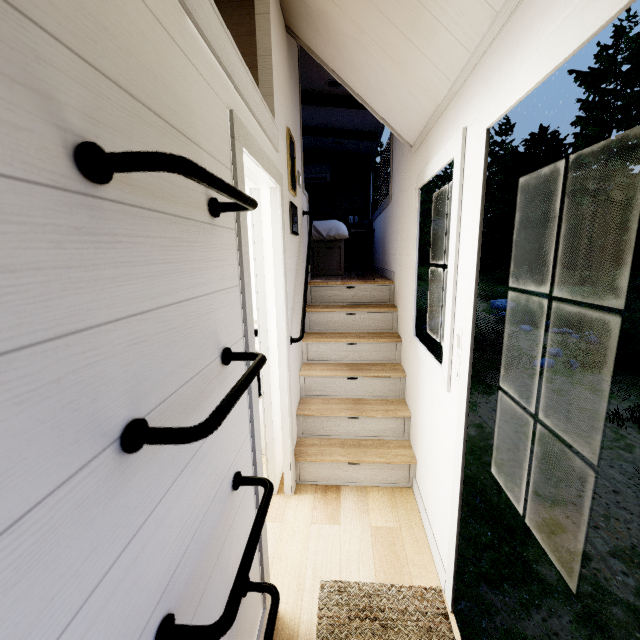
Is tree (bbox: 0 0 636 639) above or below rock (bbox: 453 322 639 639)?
above

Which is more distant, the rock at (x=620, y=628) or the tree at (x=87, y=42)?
the rock at (x=620, y=628)

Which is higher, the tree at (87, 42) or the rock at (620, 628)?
the tree at (87, 42)

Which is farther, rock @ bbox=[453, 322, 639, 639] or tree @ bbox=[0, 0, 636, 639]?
rock @ bbox=[453, 322, 639, 639]

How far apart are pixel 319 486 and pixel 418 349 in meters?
1.4 m
